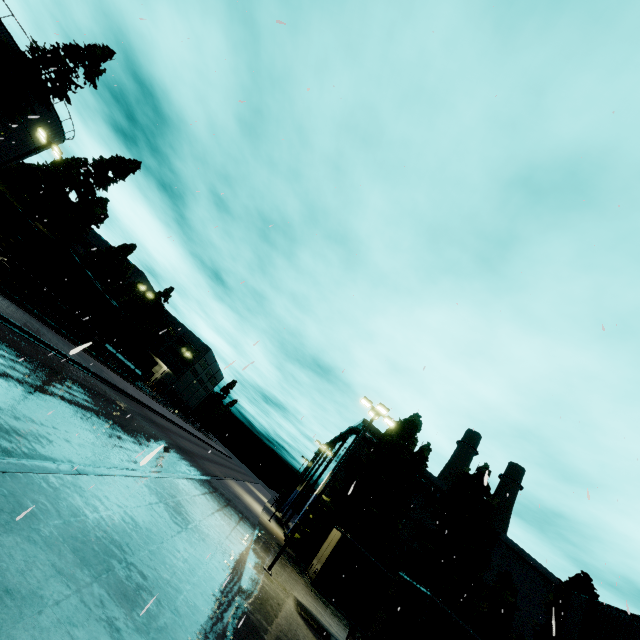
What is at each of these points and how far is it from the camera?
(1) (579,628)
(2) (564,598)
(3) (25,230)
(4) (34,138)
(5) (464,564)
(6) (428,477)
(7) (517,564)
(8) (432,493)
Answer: (1) building, 18.59m
(2) tree, 21.86m
(3) coal car, 20.97m
(4) silo, 31.45m
(5) tree, 21.28m
(6) building, 39.31m
(7) building, 37.50m
(8) pipe, 38.06m

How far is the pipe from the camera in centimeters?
3800cm

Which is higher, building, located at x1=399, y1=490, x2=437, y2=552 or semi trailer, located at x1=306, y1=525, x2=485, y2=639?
building, located at x1=399, y1=490, x2=437, y2=552

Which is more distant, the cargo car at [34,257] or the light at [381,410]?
the cargo car at [34,257]

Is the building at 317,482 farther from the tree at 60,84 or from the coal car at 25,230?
the tree at 60,84

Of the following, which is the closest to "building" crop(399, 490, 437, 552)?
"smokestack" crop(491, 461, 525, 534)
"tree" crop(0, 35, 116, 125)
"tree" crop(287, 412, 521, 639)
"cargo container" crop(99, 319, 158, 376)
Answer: "tree" crop(287, 412, 521, 639)

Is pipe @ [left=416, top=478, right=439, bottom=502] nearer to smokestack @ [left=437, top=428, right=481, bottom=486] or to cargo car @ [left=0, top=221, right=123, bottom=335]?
smokestack @ [left=437, top=428, right=481, bottom=486]

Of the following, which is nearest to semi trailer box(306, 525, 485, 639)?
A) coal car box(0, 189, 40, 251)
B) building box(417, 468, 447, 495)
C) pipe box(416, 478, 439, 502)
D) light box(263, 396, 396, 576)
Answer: building box(417, 468, 447, 495)
